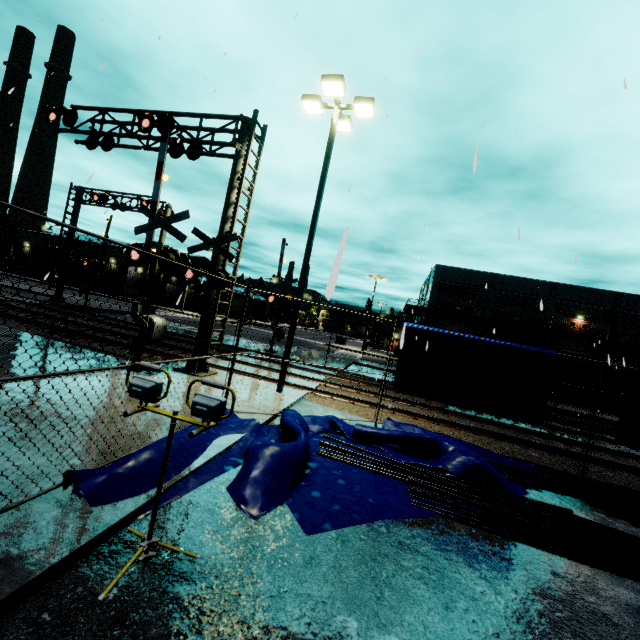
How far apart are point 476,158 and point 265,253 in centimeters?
1284cm

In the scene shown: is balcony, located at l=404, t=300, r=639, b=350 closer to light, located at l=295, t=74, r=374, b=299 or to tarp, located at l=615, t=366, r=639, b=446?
tarp, located at l=615, t=366, r=639, b=446

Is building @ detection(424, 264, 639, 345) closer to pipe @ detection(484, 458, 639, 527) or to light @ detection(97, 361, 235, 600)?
pipe @ detection(484, 458, 639, 527)

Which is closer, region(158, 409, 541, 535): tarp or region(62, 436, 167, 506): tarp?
region(62, 436, 167, 506): tarp

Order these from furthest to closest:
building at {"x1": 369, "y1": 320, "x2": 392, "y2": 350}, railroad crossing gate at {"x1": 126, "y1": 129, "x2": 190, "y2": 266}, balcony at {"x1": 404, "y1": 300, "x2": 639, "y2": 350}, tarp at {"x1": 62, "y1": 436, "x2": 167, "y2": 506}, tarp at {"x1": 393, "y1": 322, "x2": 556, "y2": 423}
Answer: building at {"x1": 369, "y1": 320, "x2": 392, "y2": 350}, balcony at {"x1": 404, "y1": 300, "x2": 639, "y2": 350}, railroad crossing gate at {"x1": 126, "y1": 129, "x2": 190, "y2": 266}, tarp at {"x1": 393, "y1": 322, "x2": 556, "y2": 423}, tarp at {"x1": 62, "y1": 436, "x2": 167, "y2": 506}

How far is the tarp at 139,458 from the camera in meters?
3.7

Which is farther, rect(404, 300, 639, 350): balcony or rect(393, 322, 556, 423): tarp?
rect(404, 300, 639, 350): balcony

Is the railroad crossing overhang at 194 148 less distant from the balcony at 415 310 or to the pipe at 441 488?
the pipe at 441 488
